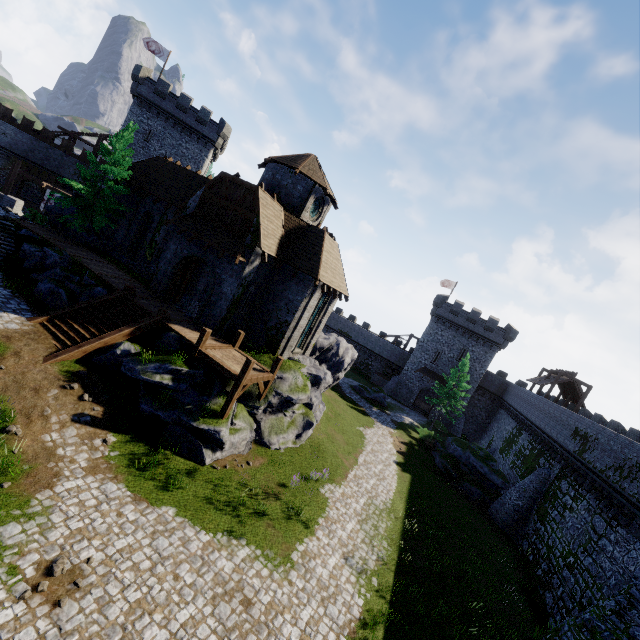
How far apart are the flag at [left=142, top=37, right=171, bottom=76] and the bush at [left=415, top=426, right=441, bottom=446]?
51.3 meters

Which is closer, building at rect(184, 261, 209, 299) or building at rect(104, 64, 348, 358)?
building at rect(104, 64, 348, 358)

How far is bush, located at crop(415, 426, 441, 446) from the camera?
34.2 meters

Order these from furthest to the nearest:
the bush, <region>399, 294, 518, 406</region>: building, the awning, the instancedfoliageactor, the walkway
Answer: <region>399, 294, 518, 406</region>: building
the bush
the awning
the walkway
the instancedfoliageactor

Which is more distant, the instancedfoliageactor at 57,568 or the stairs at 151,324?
the stairs at 151,324

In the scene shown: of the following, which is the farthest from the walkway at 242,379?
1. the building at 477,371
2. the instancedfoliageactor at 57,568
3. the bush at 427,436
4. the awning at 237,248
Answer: the building at 477,371

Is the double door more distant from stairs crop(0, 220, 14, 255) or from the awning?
stairs crop(0, 220, 14, 255)

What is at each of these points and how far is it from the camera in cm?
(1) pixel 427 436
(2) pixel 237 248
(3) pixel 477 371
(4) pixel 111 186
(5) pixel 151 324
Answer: (1) bush, 3456
(2) awning, 1841
(3) building, 4566
(4) tree, 2392
(5) stairs, 1673
